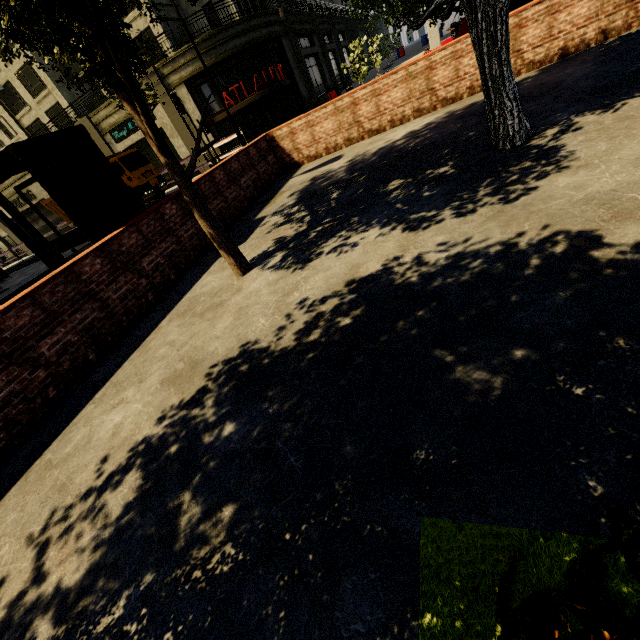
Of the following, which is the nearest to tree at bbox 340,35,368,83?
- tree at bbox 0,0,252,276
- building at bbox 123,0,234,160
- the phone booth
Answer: building at bbox 123,0,234,160

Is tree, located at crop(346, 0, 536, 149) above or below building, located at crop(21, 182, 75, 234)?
below

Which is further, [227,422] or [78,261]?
[78,261]

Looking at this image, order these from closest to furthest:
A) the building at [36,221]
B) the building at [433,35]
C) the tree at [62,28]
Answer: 1. the tree at [62,28]
2. the building at [433,35]
3. the building at [36,221]

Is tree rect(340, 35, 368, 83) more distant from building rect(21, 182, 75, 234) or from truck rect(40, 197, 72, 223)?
truck rect(40, 197, 72, 223)

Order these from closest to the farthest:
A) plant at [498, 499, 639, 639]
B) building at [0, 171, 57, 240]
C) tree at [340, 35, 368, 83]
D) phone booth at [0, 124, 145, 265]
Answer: plant at [498, 499, 639, 639] → phone booth at [0, 124, 145, 265] → tree at [340, 35, 368, 83] → building at [0, 171, 57, 240]

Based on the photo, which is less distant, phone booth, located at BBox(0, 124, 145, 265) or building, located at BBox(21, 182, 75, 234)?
phone booth, located at BBox(0, 124, 145, 265)

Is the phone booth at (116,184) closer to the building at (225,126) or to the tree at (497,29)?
the tree at (497,29)
